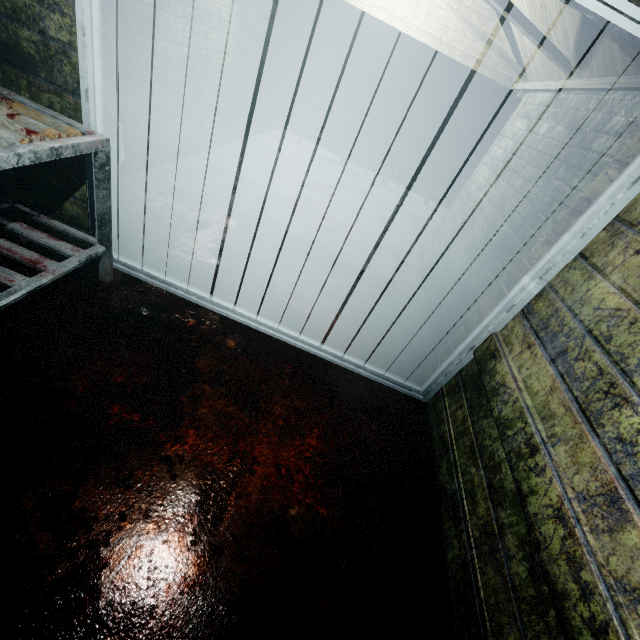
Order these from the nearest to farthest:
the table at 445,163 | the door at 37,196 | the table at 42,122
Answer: the table at 42,122 → the door at 37,196 → the table at 445,163

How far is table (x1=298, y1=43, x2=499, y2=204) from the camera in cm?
589

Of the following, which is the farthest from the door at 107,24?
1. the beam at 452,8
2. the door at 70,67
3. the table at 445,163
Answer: the table at 445,163

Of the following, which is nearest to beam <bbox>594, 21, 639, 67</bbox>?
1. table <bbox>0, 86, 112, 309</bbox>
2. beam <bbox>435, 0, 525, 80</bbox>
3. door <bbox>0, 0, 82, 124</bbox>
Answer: beam <bbox>435, 0, 525, 80</bbox>

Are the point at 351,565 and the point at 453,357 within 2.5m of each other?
yes

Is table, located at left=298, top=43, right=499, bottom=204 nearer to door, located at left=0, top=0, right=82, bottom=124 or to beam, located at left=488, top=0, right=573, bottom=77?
beam, located at left=488, top=0, right=573, bottom=77

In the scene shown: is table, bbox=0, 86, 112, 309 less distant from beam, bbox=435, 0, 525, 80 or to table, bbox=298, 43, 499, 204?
beam, bbox=435, 0, 525, 80
